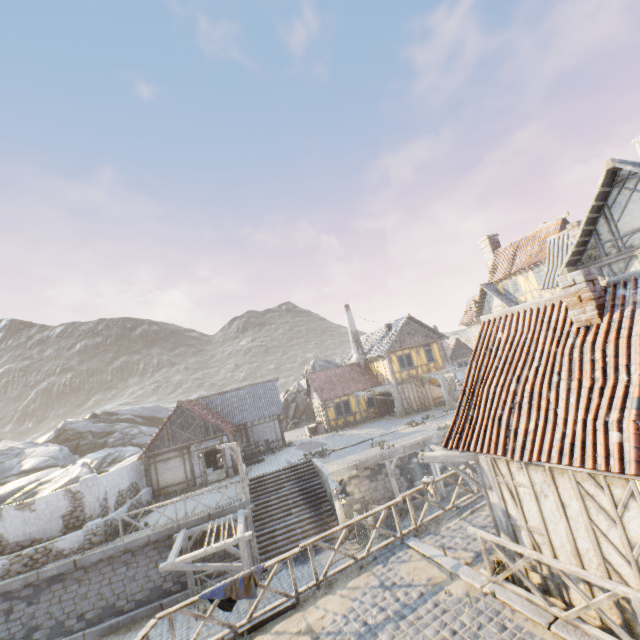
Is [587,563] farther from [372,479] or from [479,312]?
[479,312]

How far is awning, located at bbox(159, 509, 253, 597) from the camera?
12.9 meters

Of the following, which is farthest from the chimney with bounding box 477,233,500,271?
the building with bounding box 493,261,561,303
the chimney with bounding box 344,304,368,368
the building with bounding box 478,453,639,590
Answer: the building with bounding box 478,453,639,590

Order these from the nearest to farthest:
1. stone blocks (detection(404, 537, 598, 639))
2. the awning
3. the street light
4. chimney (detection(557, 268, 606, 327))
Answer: stone blocks (detection(404, 537, 598, 639)) → chimney (detection(557, 268, 606, 327)) → the street light → the awning

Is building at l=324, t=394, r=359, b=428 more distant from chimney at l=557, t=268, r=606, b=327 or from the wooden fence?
chimney at l=557, t=268, r=606, b=327

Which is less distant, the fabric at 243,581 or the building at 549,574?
the building at 549,574

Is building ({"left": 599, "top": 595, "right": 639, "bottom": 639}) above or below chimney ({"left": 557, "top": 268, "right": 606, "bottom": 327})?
below

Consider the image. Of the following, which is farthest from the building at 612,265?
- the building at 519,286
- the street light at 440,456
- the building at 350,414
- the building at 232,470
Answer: the building at 232,470
